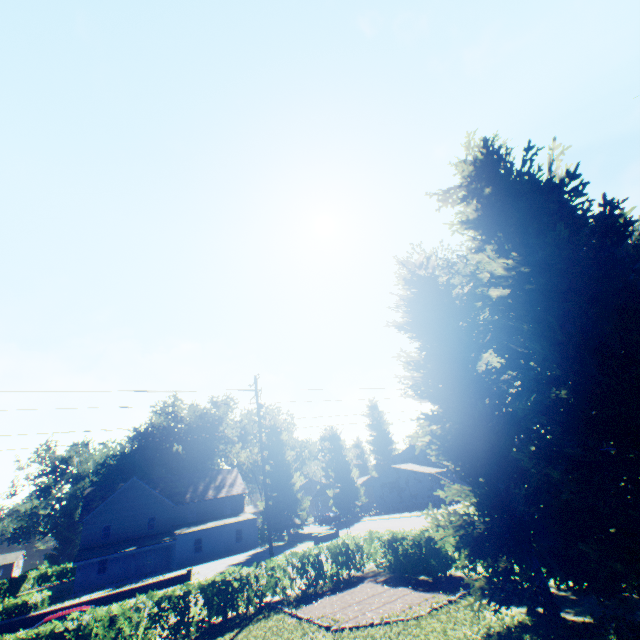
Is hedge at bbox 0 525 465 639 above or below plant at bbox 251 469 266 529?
below

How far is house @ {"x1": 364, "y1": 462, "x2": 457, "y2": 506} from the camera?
51.48m

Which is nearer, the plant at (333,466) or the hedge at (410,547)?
the hedge at (410,547)

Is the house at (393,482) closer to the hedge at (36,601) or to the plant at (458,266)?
the plant at (458,266)

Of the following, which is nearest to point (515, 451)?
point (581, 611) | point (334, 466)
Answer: point (581, 611)

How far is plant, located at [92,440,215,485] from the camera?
54.5 meters

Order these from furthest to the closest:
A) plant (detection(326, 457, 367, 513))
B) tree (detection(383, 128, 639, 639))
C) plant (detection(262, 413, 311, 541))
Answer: plant (detection(326, 457, 367, 513)) < plant (detection(262, 413, 311, 541)) < tree (detection(383, 128, 639, 639))

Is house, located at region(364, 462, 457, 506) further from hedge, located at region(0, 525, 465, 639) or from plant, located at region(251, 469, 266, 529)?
hedge, located at region(0, 525, 465, 639)
